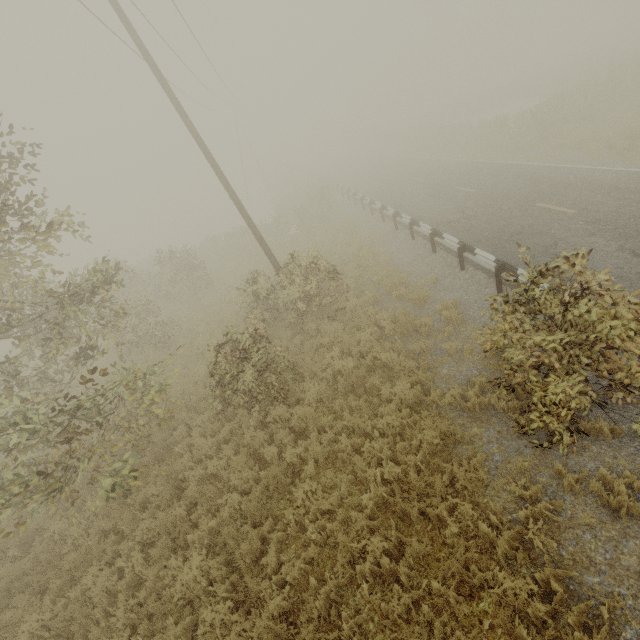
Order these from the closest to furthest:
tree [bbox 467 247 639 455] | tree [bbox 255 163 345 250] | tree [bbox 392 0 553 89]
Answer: tree [bbox 467 247 639 455]
tree [bbox 255 163 345 250]
tree [bbox 392 0 553 89]

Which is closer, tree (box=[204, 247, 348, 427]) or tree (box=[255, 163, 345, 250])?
tree (box=[204, 247, 348, 427])

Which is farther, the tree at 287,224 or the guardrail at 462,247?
the tree at 287,224

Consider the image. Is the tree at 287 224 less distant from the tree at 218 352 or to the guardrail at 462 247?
the guardrail at 462 247

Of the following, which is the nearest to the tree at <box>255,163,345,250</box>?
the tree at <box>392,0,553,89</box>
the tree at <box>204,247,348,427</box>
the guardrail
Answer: the guardrail

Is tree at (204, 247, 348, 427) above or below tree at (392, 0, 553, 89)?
below

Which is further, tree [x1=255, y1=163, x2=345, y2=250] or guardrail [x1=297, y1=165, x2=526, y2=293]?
tree [x1=255, y1=163, x2=345, y2=250]

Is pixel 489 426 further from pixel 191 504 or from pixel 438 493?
pixel 191 504
